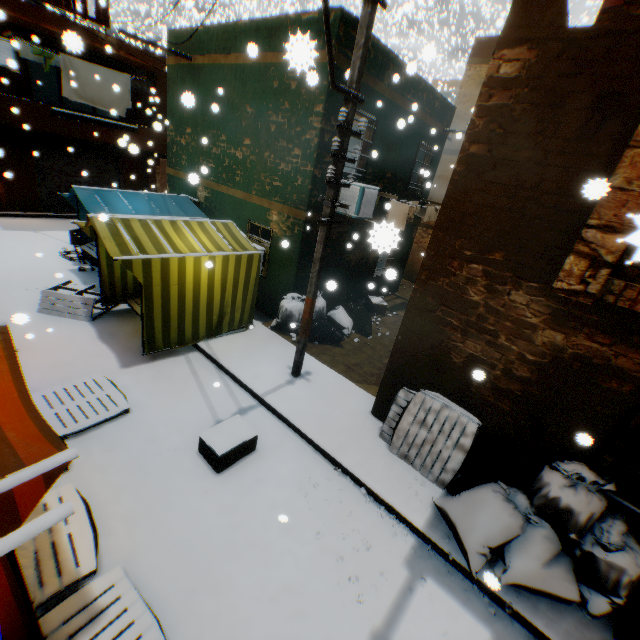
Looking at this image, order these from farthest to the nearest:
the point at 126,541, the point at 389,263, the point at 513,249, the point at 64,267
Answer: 1. the point at 389,263
2. the point at 64,267
3. the point at 513,249
4. the point at 126,541

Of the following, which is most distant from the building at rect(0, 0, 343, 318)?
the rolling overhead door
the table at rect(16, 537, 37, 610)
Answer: the table at rect(16, 537, 37, 610)

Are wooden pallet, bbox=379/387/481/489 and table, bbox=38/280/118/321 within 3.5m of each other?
no

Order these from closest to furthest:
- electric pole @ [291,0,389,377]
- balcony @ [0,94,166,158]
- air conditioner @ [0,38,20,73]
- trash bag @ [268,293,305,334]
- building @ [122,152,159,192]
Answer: electric pole @ [291,0,389,377]
air conditioner @ [0,38,20,73]
trash bag @ [268,293,305,334]
balcony @ [0,94,166,158]
building @ [122,152,159,192]

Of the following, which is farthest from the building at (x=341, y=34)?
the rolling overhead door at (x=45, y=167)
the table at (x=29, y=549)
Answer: the table at (x=29, y=549)

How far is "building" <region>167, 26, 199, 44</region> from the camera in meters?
9.2

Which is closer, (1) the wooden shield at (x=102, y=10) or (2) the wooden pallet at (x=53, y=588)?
(2) the wooden pallet at (x=53, y=588)

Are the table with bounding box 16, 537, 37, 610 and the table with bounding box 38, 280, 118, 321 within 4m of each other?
no
